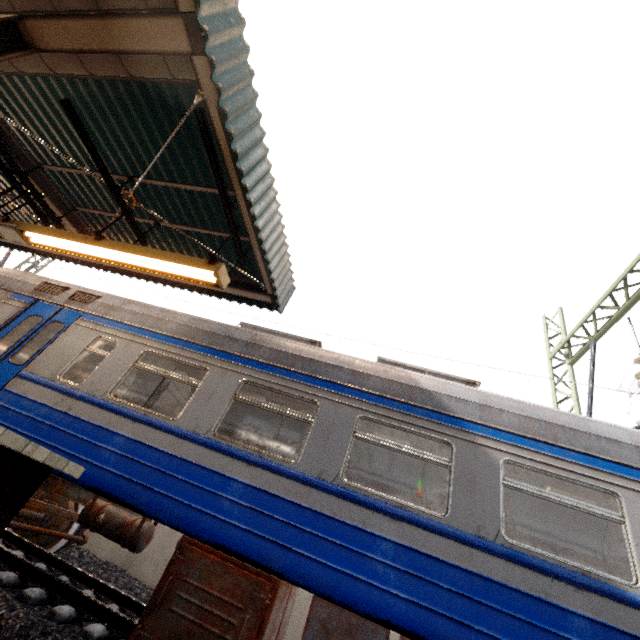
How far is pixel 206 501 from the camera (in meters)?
3.59

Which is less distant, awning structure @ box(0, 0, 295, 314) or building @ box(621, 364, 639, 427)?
awning structure @ box(0, 0, 295, 314)

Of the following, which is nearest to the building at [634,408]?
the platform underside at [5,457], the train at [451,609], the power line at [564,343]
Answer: the train at [451,609]

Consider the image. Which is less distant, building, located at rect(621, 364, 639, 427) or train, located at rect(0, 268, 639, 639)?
train, located at rect(0, 268, 639, 639)

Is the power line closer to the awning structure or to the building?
the awning structure

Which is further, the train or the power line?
the power line

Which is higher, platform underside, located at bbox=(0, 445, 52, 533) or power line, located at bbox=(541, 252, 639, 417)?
power line, located at bbox=(541, 252, 639, 417)

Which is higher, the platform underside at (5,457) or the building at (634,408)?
the building at (634,408)
